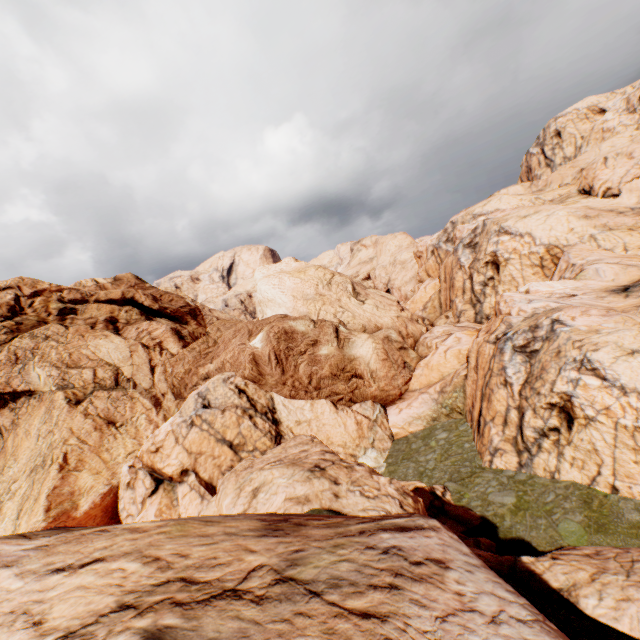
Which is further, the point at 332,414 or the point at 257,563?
the point at 332,414
